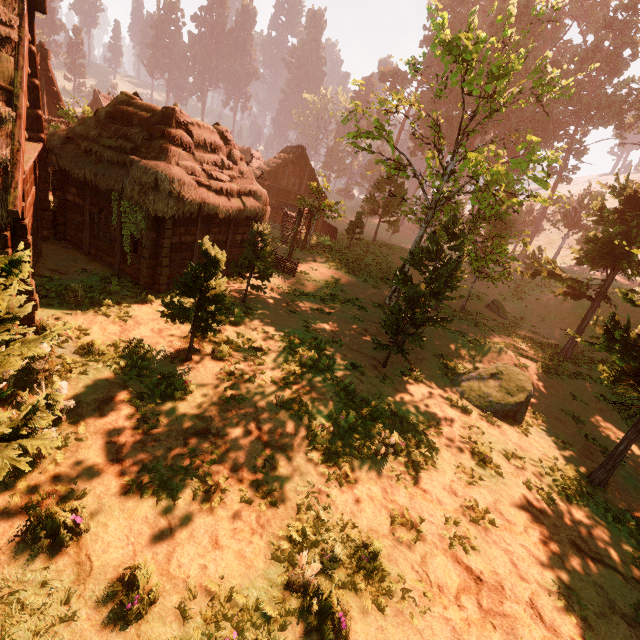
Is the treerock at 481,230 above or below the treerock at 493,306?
above

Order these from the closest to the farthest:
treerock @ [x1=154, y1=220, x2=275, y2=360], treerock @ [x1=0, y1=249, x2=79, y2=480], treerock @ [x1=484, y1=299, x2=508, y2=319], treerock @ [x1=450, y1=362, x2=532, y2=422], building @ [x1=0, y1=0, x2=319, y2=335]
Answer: treerock @ [x1=0, y1=249, x2=79, y2=480] < building @ [x1=0, y1=0, x2=319, y2=335] < treerock @ [x1=154, y1=220, x2=275, y2=360] < treerock @ [x1=450, y1=362, x2=532, y2=422] < treerock @ [x1=484, y1=299, x2=508, y2=319]

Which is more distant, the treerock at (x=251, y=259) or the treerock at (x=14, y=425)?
the treerock at (x=251, y=259)

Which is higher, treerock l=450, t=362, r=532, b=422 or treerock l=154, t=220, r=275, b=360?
treerock l=154, t=220, r=275, b=360

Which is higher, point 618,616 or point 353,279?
point 353,279

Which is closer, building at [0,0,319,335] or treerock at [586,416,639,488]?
building at [0,0,319,335]

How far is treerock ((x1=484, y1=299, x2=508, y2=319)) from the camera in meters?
24.9
